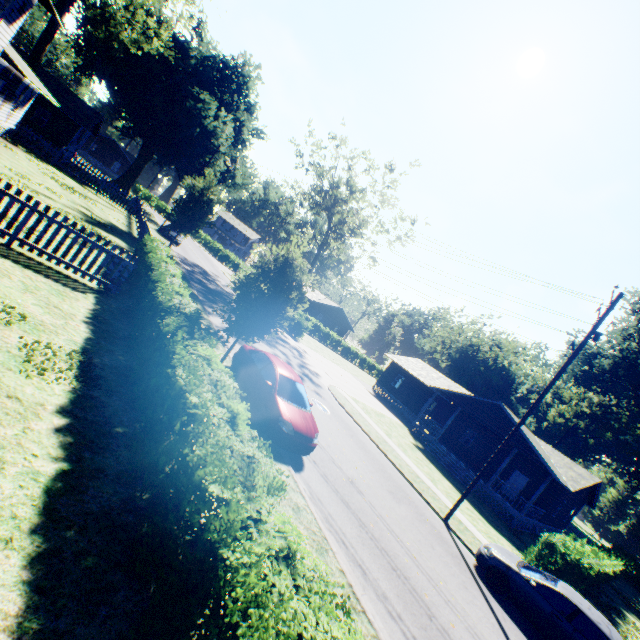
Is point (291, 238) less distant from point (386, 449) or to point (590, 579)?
point (386, 449)

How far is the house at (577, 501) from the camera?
22.0m

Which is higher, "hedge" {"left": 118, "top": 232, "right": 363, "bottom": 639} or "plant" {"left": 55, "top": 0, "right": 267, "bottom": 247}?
"plant" {"left": 55, "top": 0, "right": 267, "bottom": 247}

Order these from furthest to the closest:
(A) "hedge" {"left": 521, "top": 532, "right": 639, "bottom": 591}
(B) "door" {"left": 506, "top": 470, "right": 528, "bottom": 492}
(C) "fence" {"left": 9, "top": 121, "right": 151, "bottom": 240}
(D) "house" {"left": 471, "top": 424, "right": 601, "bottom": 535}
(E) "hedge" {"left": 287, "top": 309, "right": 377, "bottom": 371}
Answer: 1. (E) "hedge" {"left": 287, "top": 309, "right": 377, "bottom": 371}
2. (C) "fence" {"left": 9, "top": 121, "right": 151, "bottom": 240}
3. (B) "door" {"left": 506, "top": 470, "right": 528, "bottom": 492}
4. (D) "house" {"left": 471, "top": 424, "right": 601, "bottom": 535}
5. (A) "hedge" {"left": 521, "top": 532, "right": 639, "bottom": 591}

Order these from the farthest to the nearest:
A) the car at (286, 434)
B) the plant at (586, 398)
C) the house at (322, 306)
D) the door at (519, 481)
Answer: the house at (322, 306) < the plant at (586, 398) < the door at (519, 481) < the car at (286, 434)

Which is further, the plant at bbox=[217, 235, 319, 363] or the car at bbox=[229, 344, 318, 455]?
the plant at bbox=[217, 235, 319, 363]

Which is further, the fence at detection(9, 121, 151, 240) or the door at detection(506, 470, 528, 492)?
the fence at detection(9, 121, 151, 240)

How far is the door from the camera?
26.1 meters
